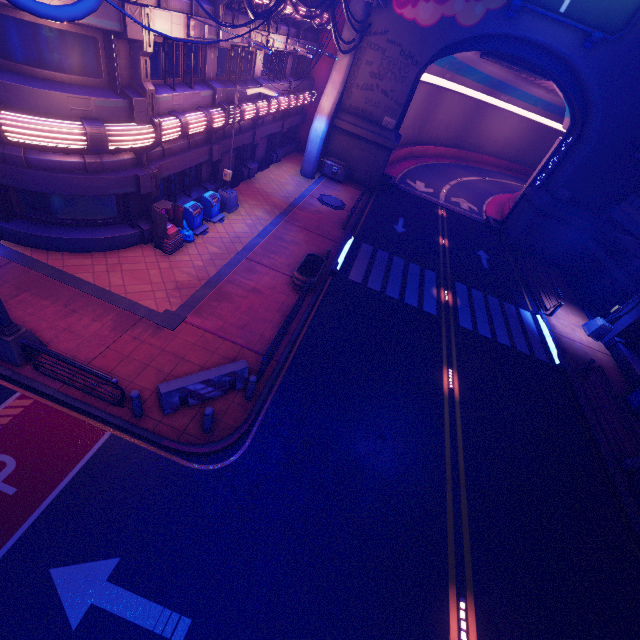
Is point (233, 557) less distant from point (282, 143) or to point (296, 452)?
point (296, 452)

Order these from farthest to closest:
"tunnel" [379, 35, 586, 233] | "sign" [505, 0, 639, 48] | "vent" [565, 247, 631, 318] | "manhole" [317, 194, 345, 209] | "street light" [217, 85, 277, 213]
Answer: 1. "tunnel" [379, 35, 586, 233]
2. "manhole" [317, 194, 345, 209]
3. "vent" [565, 247, 631, 318]
4. "sign" [505, 0, 639, 48]
5. "street light" [217, 85, 277, 213]

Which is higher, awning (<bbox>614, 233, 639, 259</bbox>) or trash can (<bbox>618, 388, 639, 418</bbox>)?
awning (<bbox>614, 233, 639, 259</bbox>)

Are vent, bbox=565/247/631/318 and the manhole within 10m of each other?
no

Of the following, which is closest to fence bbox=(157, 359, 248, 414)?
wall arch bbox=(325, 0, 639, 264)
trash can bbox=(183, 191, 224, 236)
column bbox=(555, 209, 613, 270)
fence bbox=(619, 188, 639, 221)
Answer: trash can bbox=(183, 191, 224, 236)

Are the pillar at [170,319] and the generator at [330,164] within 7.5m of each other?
no

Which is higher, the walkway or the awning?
the awning

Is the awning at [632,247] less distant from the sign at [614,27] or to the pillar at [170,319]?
the sign at [614,27]
